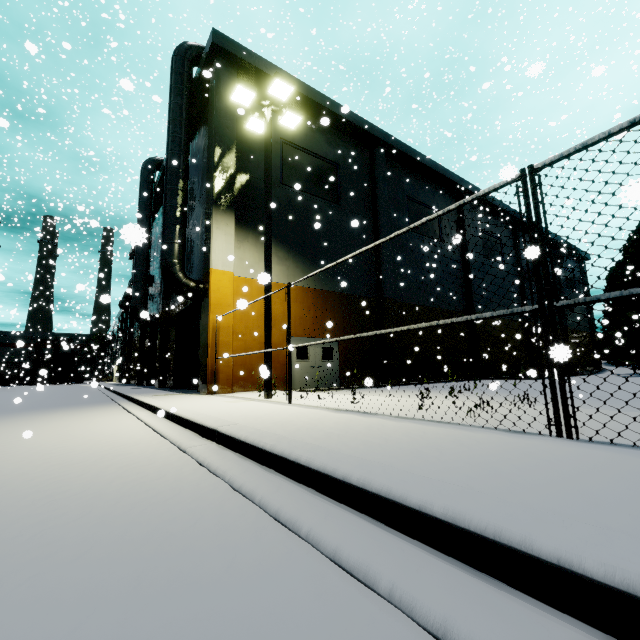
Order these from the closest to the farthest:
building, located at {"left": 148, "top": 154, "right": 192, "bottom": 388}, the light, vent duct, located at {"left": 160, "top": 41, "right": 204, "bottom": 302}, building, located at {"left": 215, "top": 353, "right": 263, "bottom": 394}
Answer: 1. the light
2. building, located at {"left": 215, "top": 353, "right": 263, "bottom": 394}
3. vent duct, located at {"left": 160, "top": 41, "right": 204, "bottom": 302}
4. building, located at {"left": 148, "top": 154, "right": 192, "bottom": 388}

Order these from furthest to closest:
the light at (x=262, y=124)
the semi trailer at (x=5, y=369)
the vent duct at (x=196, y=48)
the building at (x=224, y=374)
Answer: the semi trailer at (x=5, y=369) → the vent duct at (x=196, y=48) → the building at (x=224, y=374) → the light at (x=262, y=124)

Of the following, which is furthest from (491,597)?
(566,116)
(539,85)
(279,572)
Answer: (539,85)

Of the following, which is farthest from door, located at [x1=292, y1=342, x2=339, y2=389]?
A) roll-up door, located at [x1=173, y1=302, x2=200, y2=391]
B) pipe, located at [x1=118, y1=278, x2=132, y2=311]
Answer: pipe, located at [x1=118, y1=278, x2=132, y2=311]

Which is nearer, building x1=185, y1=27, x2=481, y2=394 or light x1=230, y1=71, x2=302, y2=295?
light x1=230, y1=71, x2=302, y2=295

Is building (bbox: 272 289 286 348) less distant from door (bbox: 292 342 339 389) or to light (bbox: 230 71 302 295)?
door (bbox: 292 342 339 389)

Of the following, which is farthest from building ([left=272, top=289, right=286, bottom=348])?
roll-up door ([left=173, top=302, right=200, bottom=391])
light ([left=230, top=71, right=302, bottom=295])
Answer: light ([left=230, top=71, right=302, bottom=295])

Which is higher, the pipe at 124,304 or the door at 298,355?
the pipe at 124,304
